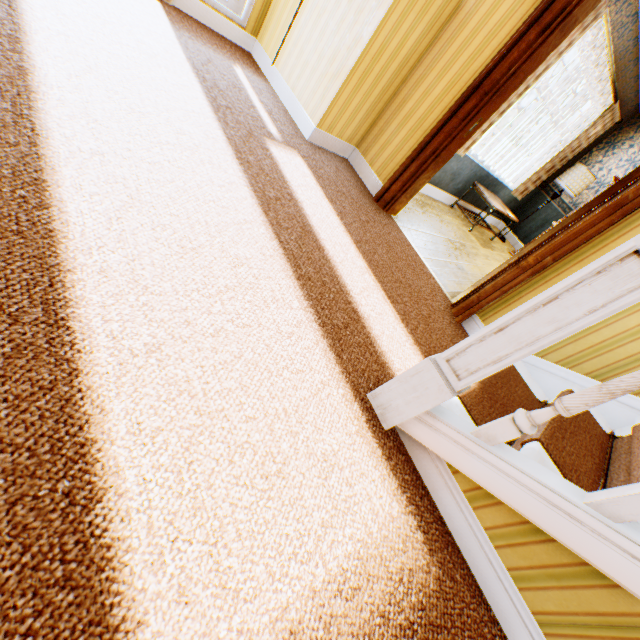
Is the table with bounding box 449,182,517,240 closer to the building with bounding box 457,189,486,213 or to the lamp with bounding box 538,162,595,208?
the building with bounding box 457,189,486,213

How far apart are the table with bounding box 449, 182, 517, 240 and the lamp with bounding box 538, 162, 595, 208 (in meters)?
1.10

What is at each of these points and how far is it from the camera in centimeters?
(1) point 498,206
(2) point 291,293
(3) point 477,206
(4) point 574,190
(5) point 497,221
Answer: (1) table, 548cm
(2) building, 182cm
(3) building, 652cm
(4) lamp, 607cm
(5) building, 766cm

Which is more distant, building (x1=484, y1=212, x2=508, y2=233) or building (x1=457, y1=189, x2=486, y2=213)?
building (x1=484, y1=212, x2=508, y2=233)

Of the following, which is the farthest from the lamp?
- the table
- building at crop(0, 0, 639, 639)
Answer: the table

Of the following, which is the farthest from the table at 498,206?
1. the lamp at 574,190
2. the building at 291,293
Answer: the lamp at 574,190
